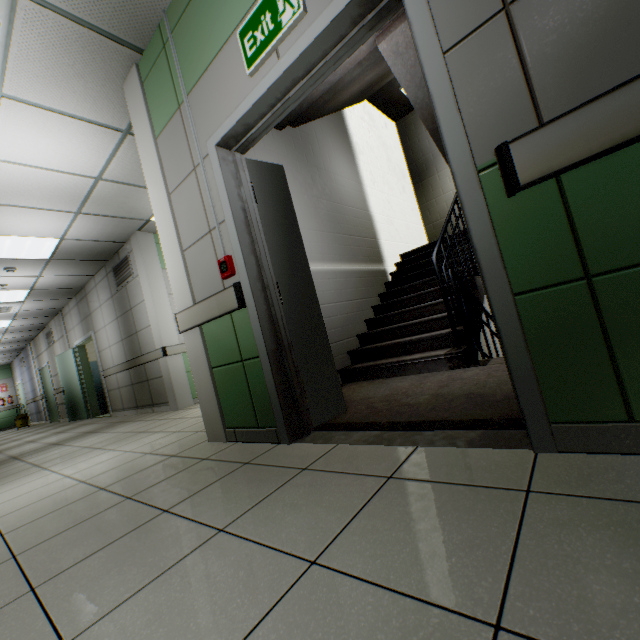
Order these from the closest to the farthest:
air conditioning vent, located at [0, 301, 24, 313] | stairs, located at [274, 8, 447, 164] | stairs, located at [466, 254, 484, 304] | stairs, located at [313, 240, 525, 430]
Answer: stairs, located at [313, 240, 525, 430], stairs, located at [274, 8, 447, 164], stairs, located at [466, 254, 484, 304], air conditioning vent, located at [0, 301, 24, 313]

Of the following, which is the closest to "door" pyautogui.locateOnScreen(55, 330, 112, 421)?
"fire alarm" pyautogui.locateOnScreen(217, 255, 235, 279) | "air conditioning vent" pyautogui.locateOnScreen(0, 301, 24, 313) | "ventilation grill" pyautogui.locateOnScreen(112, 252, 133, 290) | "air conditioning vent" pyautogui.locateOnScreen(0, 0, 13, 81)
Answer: "air conditioning vent" pyautogui.locateOnScreen(0, 301, 24, 313)

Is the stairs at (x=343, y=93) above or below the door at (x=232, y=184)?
above

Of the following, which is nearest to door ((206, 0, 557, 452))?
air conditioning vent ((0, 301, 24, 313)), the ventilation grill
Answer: the ventilation grill

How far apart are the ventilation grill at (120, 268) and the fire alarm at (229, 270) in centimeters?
474cm

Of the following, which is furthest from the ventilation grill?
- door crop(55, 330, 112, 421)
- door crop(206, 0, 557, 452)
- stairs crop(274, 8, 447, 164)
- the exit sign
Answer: the exit sign

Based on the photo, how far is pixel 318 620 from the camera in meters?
0.8

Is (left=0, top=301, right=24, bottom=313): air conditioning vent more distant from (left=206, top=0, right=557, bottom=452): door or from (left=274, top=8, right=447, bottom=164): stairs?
(left=206, top=0, right=557, bottom=452): door
